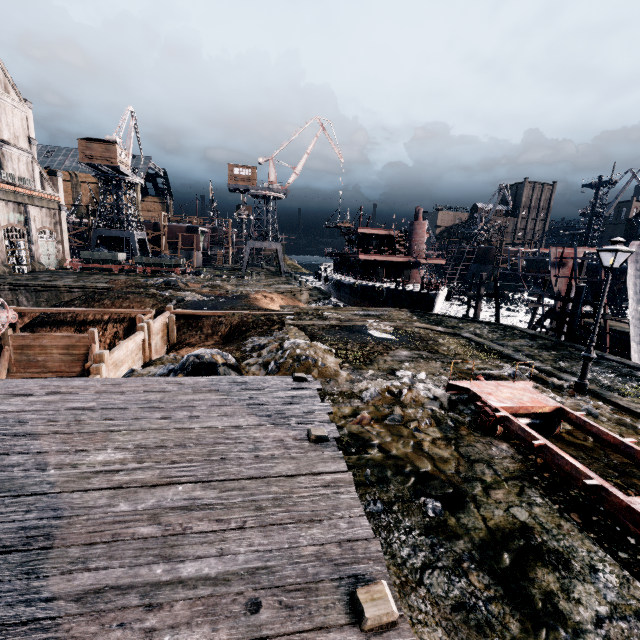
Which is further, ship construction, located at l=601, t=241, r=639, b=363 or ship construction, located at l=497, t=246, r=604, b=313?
ship construction, located at l=497, t=246, r=604, b=313

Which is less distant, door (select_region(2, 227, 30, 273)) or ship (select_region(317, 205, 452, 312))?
ship (select_region(317, 205, 452, 312))

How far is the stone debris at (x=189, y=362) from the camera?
11.51m

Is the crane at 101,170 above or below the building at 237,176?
below

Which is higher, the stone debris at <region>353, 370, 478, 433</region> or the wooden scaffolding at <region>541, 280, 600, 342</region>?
the wooden scaffolding at <region>541, 280, 600, 342</region>

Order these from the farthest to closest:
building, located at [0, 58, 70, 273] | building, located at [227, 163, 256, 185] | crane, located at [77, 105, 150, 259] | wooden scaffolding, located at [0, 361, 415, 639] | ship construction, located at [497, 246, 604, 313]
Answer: building, located at [227, 163, 256, 185], crane, located at [77, 105, 150, 259], building, located at [0, 58, 70, 273], ship construction, located at [497, 246, 604, 313], wooden scaffolding, located at [0, 361, 415, 639]

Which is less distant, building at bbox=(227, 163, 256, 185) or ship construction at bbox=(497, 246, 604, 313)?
ship construction at bbox=(497, 246, 604, 313)

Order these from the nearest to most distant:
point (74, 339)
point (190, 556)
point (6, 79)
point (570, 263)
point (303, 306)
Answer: point (190, 556) < point (74, 339) < point (570, 263) < point (303, 306) < point (6, 79)
